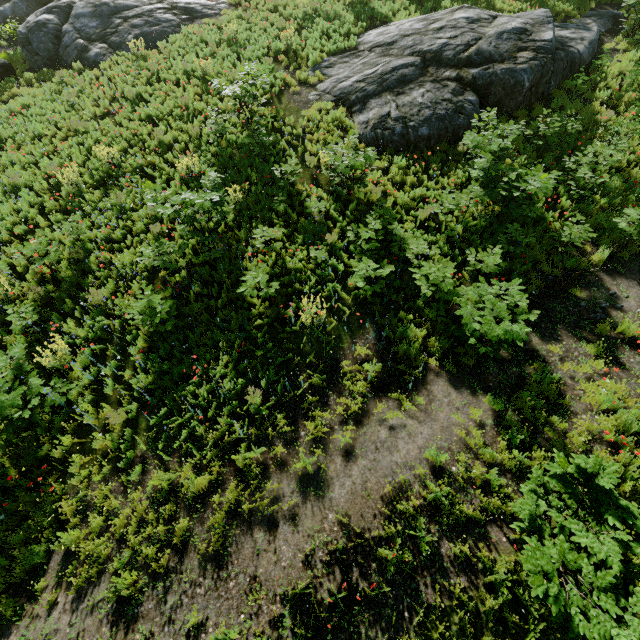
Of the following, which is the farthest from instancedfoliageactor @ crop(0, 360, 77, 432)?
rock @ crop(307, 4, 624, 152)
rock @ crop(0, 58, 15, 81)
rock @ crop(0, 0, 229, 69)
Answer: rock @ crop(0, 58, 15, 81)

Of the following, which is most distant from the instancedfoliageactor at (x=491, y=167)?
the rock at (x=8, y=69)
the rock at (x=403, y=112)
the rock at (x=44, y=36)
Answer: the rock at (x=8, y=69)

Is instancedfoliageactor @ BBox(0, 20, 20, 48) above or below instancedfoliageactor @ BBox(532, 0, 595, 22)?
above

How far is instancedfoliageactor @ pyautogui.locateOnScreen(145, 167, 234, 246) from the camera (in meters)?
8.27

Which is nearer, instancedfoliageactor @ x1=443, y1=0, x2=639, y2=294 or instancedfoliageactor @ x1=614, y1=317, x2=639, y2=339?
instancedfoliageactor @ x1=614, y1=317, x2=639, y2=339

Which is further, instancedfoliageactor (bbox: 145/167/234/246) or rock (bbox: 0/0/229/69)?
rock (bbox: 0/0/229/69)

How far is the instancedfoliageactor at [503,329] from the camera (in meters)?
6.70

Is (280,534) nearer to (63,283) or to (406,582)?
(406,582)
